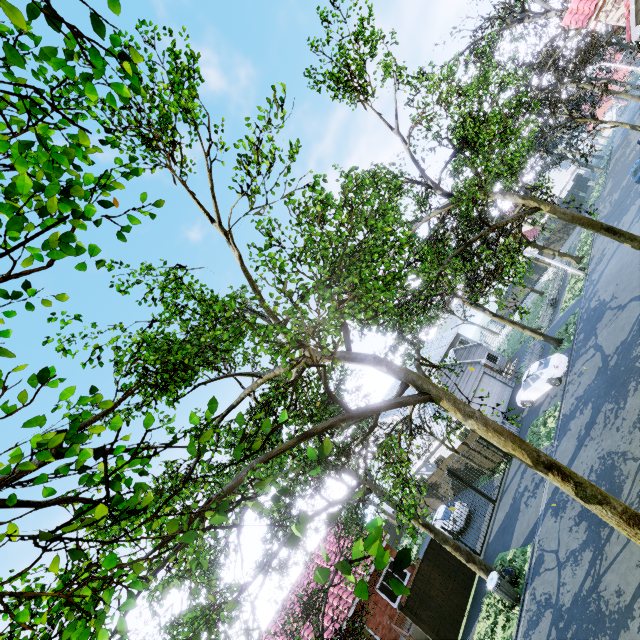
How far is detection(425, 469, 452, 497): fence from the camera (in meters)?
25.29

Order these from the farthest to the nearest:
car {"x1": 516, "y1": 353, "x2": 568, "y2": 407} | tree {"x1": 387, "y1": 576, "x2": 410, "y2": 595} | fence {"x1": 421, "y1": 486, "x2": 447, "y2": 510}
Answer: fence {"x1": 421, "y1": 486, "x2": 447, "y2": 510}, car {"x1": 516, "y1": 353, "x2": 568, "y2": 407}, tree {"x1": 387, "y1": 576, "x2": 410, "y2": 595}

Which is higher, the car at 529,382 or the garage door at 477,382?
the garage door at 477,382

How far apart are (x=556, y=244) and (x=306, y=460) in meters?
53.9 m

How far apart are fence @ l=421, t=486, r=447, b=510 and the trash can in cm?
1582

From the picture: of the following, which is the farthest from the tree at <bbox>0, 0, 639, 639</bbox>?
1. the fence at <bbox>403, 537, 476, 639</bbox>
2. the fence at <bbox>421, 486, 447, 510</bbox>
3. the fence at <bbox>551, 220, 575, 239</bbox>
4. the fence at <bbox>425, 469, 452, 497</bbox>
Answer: the fence at <bbox>421, 486, 447, 510</bbox>

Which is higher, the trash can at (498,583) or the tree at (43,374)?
the tree at (43,374)

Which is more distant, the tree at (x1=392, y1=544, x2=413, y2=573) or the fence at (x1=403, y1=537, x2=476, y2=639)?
the fence at (x1=403, y1=537, x2=476, y2=639)
